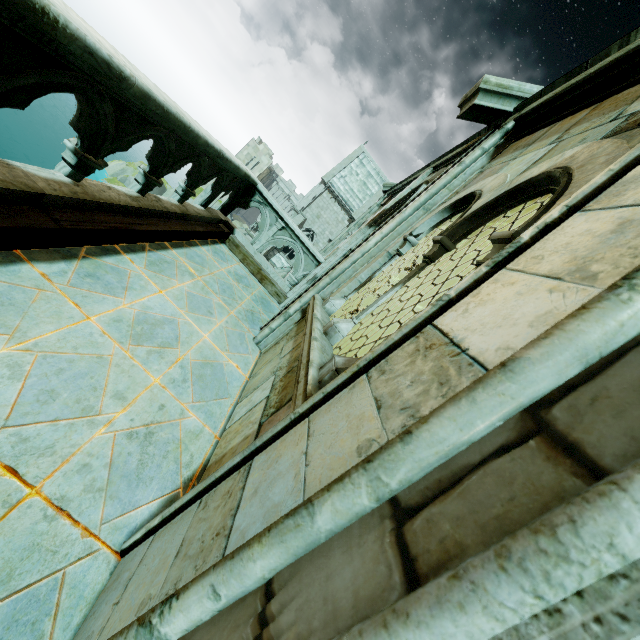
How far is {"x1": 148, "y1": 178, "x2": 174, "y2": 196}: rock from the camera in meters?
50.8

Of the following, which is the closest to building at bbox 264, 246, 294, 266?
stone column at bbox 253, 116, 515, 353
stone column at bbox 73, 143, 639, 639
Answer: stone column at bbox 253, 116, 515, 353

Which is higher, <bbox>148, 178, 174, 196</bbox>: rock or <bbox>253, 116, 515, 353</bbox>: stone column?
<bbox>253, 116, 515, 353</bbox>: stone column

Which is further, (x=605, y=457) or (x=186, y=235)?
(x=186, y=235)

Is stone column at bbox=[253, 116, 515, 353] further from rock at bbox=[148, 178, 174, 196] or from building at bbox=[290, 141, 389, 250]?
rock at bbox=[148, 178, 174, 196]

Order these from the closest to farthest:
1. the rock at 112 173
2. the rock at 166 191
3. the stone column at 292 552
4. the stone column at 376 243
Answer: the stone column at 292 552, the stone column at 376 243, the rock at 112 173, the rock at 166 191

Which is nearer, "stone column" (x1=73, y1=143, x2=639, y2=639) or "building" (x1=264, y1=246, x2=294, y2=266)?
"stone column" (x1=73, y1=143, x2=639, y2=639)

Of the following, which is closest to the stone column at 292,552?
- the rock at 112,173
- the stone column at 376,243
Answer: the stone column at 376,243
